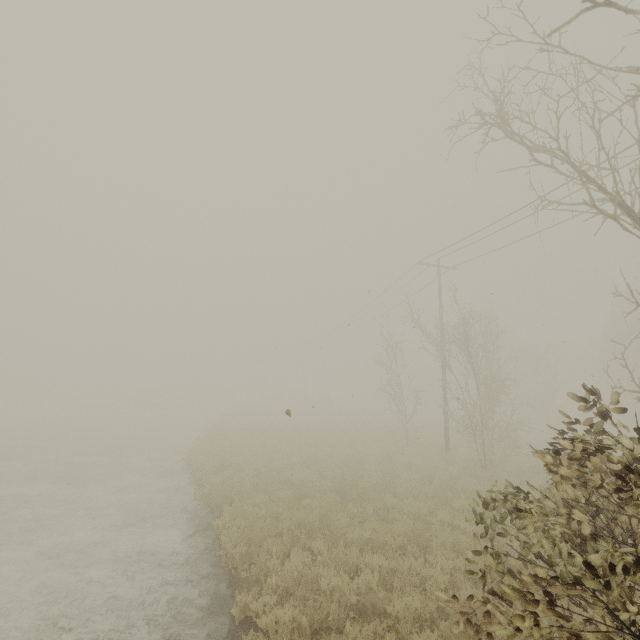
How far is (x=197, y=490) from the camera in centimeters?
1211cm
